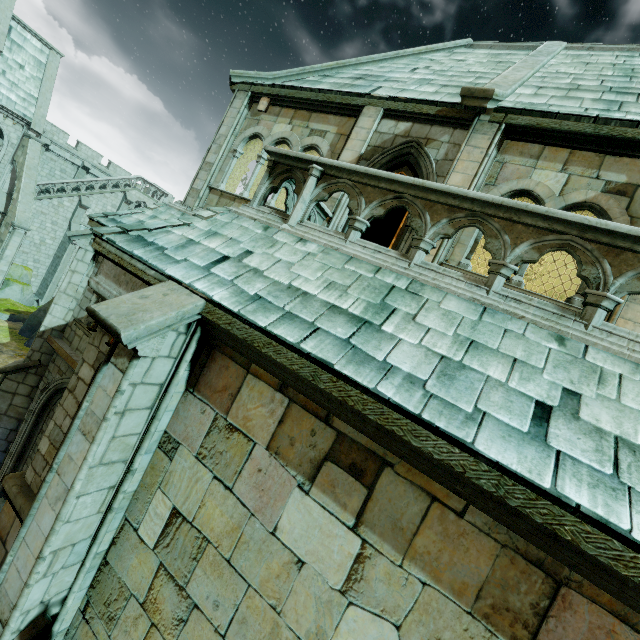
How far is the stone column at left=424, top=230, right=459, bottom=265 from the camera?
6.22m

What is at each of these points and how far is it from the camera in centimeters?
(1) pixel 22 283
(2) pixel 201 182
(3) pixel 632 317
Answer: (1) rock, 2372cm
(2) stone column, 938cm
(3) stone column, 489cm

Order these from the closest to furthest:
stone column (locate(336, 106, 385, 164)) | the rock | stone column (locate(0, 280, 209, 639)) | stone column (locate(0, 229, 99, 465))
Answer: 1. stone column (locate(0, 280, 209, 639))
2. stone column (locate(336, 106, 385, 164))
3. stone column (locate(0, 229, 99, 465))
4. the rock

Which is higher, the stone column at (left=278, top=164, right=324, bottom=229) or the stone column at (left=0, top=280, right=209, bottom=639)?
the stone column at (left=278, top=164, right=324, bottom=229)

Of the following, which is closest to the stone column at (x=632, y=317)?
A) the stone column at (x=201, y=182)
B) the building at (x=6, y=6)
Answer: the stone column at (x=201, y=182)

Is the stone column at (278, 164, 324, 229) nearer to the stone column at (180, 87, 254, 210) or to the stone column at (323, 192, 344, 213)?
the stone column at (323, 192, 344, 213)

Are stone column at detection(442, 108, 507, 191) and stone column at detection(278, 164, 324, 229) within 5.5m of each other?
yes

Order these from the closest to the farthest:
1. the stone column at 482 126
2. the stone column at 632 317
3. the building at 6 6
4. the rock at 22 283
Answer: the stone column at 632 317, the stone column at 482 126, the rock at 22 283, the building at 6 6
